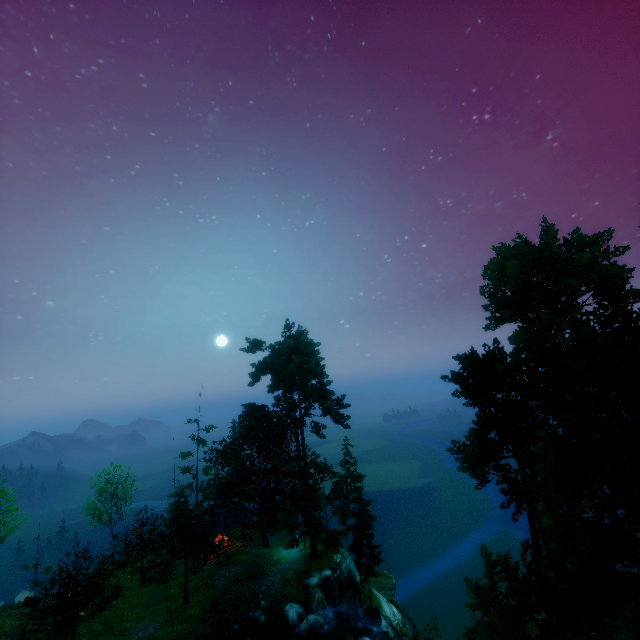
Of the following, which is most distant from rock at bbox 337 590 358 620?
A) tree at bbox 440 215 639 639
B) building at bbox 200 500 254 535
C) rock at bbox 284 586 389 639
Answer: building at bbox 200 500 254 535

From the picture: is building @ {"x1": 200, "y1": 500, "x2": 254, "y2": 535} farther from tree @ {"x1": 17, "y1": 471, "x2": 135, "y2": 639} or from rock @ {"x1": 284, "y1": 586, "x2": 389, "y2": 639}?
rock @ {"x1": 284, "y1": 586, "x2": 389, "y2": 639}

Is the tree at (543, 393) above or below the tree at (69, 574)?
above

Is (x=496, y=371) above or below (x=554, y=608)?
above

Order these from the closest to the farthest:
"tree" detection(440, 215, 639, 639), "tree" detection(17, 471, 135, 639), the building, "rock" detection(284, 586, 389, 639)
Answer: "tree" detection(440, 215, 639, 639), "tree" detection(17, 471, 135, 639), "rock" detection(284, 586, 389, 639), the building

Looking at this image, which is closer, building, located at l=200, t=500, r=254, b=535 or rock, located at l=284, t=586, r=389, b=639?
rock, located at l=284, t=586, r=389, b=639

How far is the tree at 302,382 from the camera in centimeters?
2988cm
